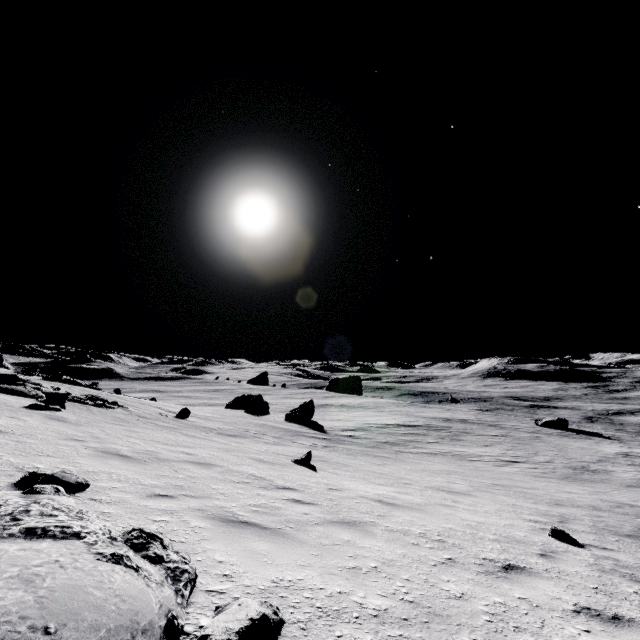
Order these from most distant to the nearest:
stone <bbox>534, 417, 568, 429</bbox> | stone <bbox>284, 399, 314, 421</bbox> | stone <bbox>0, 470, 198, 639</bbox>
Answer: stone <bbox>534, 417, 568, 429</bbox>, stone <bbox>284, 399, 314, 421</bbox>, stone <bbox>0, 470, 198, 639</bbox>

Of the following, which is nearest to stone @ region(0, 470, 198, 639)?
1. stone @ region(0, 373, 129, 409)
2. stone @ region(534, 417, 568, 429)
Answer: stone @ region(0, 373, 129, 409)

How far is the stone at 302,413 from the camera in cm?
2930

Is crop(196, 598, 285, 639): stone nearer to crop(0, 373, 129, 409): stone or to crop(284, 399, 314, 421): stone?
crop(0, 373, 129, 409): stone

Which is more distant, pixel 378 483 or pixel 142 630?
pixel 378 483

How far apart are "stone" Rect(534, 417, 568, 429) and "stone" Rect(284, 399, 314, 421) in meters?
26.2 m

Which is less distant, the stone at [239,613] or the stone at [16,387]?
the stone at [239,613]

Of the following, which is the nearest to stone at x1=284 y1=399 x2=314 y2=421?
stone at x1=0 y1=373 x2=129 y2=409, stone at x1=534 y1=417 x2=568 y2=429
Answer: stone at x1=0 y1=373 x2=129 y2=409
